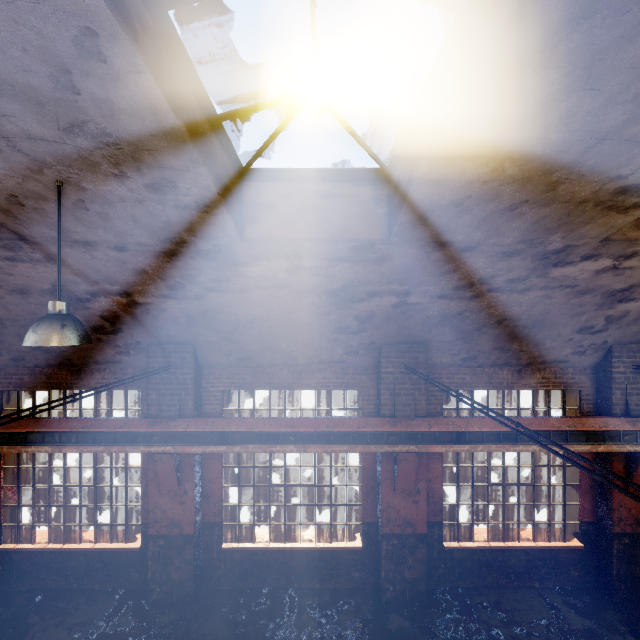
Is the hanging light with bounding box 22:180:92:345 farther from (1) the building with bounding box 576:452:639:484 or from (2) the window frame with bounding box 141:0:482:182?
(2) the window frame with bounding box 141:0:482:182

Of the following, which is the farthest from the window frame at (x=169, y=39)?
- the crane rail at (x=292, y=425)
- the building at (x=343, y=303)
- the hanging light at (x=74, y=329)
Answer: the crane rail at (x=292, y=425)

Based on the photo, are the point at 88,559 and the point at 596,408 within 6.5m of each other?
no

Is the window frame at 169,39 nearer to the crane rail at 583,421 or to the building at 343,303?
the building at 343,303

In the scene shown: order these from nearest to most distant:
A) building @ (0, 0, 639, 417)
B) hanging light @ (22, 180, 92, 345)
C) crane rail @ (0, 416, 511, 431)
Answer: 1. building @ (0, 0, 639, 417)
2. hanging light @ (22, 180, 92, 345)
3. crane rail @ (0, 416, 511, 431)

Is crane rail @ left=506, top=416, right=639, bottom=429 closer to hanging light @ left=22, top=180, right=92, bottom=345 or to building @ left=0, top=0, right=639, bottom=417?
building @ left=0, top=0, right=639, bottom=417

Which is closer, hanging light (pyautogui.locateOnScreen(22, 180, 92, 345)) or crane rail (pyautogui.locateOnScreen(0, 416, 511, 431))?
hanging light (pyautogui.locateOnScreen(22, 180, 92, 345))

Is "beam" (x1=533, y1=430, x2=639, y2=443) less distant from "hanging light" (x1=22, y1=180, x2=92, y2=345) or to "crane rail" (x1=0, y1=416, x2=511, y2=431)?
"crane rail" (x1=0, y1=416, x2=511, y2=431)
